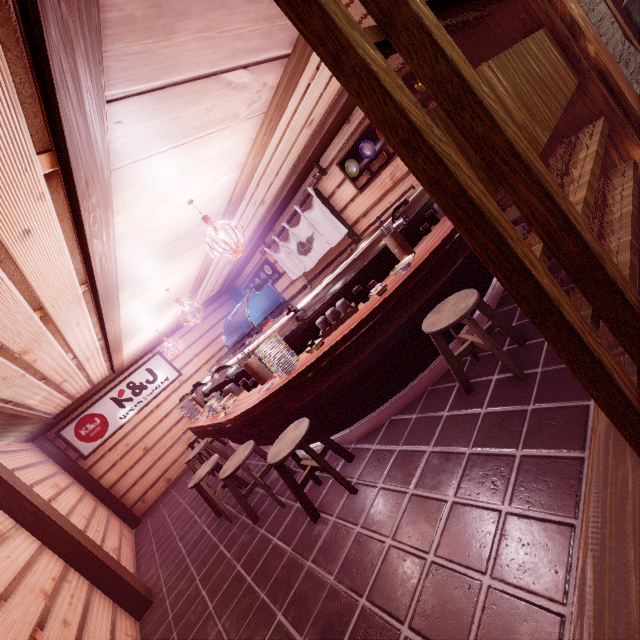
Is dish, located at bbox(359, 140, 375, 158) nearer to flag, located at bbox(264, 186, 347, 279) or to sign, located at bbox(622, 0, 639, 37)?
flag, located at bbox(264, 186, 347, 279)

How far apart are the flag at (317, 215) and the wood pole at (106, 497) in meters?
11.2 m

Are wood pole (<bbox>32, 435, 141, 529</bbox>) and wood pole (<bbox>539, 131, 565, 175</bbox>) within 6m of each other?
no

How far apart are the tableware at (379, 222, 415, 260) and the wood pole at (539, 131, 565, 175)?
2.37m

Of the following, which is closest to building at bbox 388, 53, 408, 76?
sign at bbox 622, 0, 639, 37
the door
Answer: the door

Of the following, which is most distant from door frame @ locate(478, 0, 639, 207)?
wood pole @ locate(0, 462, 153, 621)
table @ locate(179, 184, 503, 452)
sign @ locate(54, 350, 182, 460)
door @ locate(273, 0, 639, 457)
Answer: sign @ locate(54, 350, 182, 460)

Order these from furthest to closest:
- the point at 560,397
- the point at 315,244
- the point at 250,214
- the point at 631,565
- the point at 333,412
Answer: the point at 315,244
the point at 250,214
the point at 333,412
the point at 560,397
the point at 631,565

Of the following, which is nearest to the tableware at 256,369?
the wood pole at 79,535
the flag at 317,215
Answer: the wood pole at 79,535
